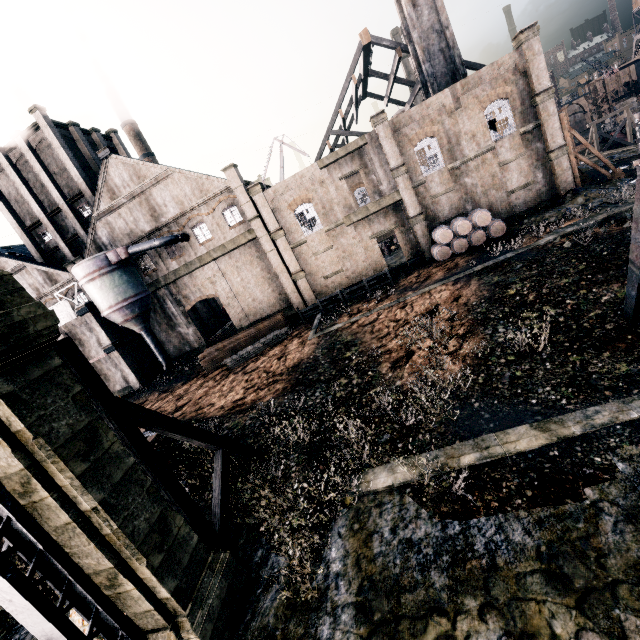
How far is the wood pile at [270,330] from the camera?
28.53m

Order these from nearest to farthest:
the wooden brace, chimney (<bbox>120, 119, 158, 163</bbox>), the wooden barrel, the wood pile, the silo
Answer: the wooden brace
the wooden barrel
the wood pile
the silo
chimney (<bbox>120, 119, 158, 163</bbox>)

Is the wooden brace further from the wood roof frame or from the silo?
the wood roof frame

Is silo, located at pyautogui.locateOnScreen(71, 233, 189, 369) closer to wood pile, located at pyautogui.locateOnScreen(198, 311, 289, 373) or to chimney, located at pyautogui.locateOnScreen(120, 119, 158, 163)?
wood pile, located at pyautogui.locateOnScreen(198, 311, 289, 373)

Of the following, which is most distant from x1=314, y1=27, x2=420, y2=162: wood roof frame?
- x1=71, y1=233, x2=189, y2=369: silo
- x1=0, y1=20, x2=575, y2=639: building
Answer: x1=0, y1=20, x2=575, y2=639: building

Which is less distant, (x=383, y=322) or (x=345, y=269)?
(x=383, y=322)

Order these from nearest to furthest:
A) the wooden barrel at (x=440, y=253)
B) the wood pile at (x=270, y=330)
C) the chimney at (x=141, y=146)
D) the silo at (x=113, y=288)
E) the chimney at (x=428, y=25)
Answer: the wooden barrel at (x=440, y=253) → the chimney at (x=428, y=25) → the wood pile at (x=270, y=330) → the silo at (x=113, y=288) → the chimney at (x=141, y=146)

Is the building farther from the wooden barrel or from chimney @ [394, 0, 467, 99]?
the wooden barrel
